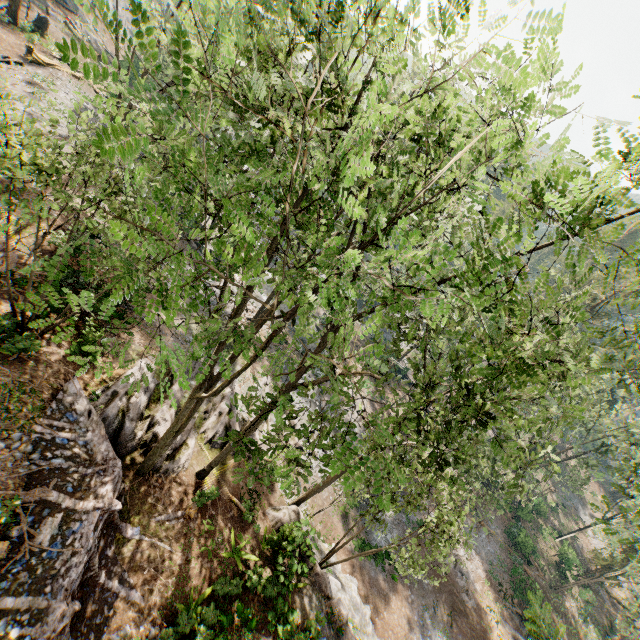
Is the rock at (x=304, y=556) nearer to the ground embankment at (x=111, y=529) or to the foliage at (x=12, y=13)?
the foliage at (x=12, y=13)

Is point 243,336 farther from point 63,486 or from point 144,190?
point 144,190

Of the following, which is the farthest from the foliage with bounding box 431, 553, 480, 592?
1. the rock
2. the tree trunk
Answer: the tree trunk

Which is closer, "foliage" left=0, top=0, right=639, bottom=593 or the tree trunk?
"foliage" left=0, top=0, right=639, bottom=593

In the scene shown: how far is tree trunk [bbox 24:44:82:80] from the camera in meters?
26.5 m

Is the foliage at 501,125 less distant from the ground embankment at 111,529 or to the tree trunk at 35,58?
the ground embankment at 111,529

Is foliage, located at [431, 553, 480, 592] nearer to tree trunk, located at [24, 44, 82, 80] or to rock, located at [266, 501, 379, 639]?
rock, located at [266, 501, 379, 639]
